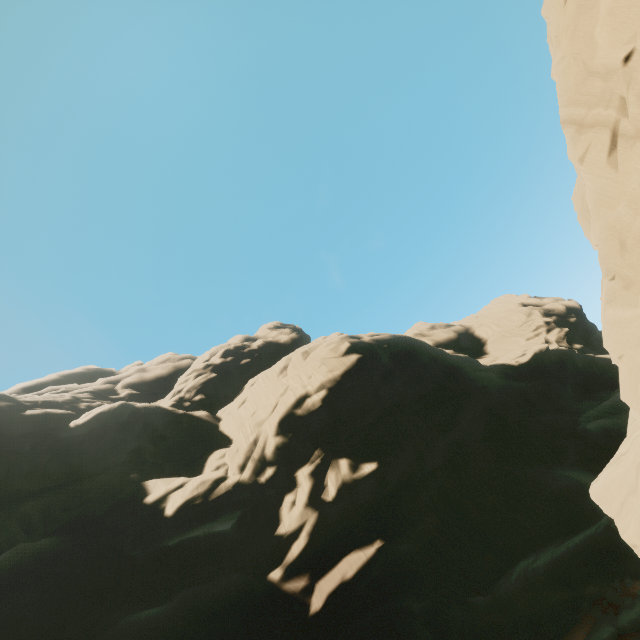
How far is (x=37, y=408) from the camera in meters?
51.6
